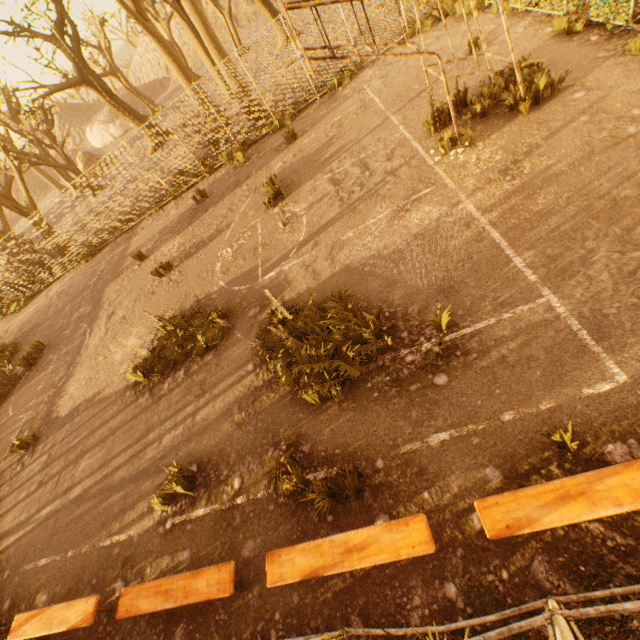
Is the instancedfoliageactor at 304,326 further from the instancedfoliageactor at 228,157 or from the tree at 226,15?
the instancedfoliageactor at 228,157

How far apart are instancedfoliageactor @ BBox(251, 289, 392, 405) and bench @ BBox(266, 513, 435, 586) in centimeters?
283cm

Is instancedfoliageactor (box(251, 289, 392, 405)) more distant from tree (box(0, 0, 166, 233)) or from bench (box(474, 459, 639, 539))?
tree (box(0, 0, 166, 233))

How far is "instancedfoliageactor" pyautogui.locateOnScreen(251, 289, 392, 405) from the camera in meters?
5.1 m

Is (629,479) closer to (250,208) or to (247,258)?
(247,258)

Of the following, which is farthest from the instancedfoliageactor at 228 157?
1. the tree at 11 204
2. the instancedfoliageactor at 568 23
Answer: the instancedfoliageactor at 568 23

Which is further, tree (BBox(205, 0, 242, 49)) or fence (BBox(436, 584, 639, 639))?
tree (BBox(205, 0, 242, 49))

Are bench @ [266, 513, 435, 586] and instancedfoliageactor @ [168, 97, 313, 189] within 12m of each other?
no
